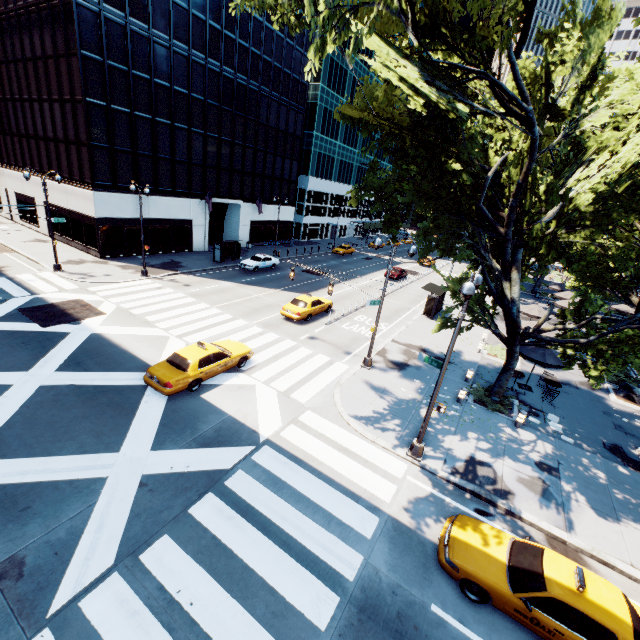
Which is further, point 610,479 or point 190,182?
point 190,182

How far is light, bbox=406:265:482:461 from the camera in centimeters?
928cm

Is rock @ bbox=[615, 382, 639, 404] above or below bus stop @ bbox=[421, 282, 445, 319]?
below

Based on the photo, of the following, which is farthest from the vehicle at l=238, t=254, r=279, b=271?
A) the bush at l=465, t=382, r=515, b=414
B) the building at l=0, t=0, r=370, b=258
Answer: the bush at l=465, t=382, r=515, b=414

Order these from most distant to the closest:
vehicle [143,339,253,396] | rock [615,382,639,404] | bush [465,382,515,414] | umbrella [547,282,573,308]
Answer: umbrella [547,282,573,308], rock [615,382,639,404], bush [465,382,515,414], vehicle [143,339,253,396]

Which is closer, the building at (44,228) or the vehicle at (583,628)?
the vehicle at (583,628)

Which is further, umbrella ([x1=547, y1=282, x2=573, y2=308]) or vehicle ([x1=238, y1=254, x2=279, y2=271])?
vehicle ([x1=238, y1=254, x2=279, y2=271])

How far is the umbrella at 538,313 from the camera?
26.3 meters
